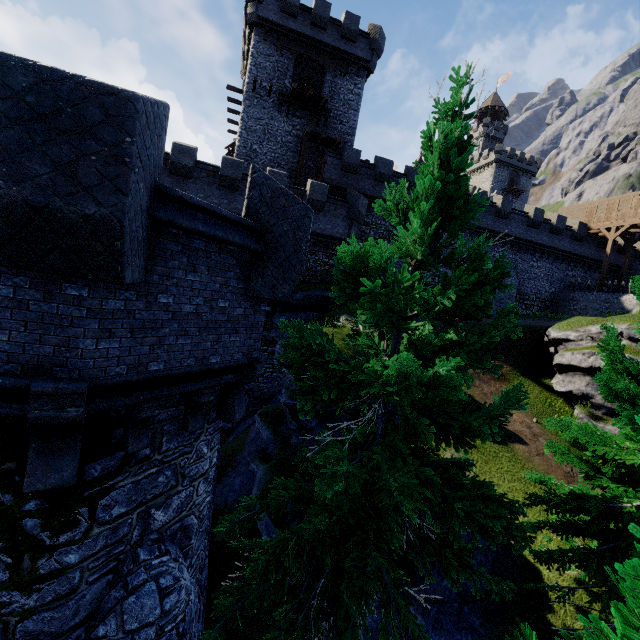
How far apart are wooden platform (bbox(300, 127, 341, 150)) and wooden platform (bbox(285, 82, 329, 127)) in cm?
131

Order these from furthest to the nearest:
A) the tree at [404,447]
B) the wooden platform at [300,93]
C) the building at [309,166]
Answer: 1. the building at [309,166]
2. the wooden platform at [300,93]
3. the tree at [404,447]

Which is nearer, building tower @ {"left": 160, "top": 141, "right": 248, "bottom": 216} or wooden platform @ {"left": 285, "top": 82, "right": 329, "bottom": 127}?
building tower @ {"left": 160, "top": 141, "right": 248, "bottom": 216}

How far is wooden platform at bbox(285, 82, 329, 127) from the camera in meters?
24.9 m

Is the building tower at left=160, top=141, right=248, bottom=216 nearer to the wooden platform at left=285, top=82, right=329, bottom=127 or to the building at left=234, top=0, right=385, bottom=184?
the building at left=234, top=0, right=385, bottom=184

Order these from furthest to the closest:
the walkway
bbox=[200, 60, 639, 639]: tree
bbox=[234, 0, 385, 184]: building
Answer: the walkway → bbox=[234, 0, 385, 184]: building → bbox=[200, 60, 639, 639]: tree

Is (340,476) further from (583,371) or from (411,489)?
(583,371)

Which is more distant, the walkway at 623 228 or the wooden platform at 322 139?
the walkway at 623 228
